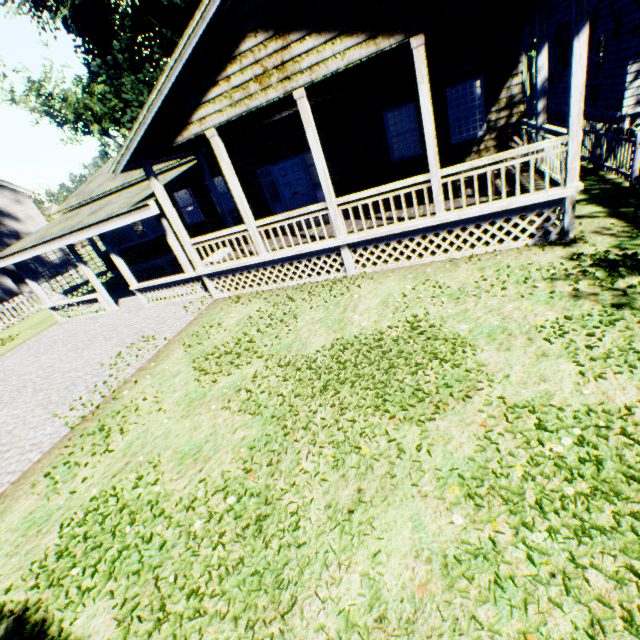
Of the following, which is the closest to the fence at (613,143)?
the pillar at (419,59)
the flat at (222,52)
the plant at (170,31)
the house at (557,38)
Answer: the plant at (170,31)

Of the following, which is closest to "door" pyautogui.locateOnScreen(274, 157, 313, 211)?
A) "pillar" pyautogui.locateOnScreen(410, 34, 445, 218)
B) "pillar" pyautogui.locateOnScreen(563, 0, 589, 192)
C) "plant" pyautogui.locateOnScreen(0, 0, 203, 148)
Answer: "pillar" pyautogui.locateOnScreen(410, 34, 445, 218)

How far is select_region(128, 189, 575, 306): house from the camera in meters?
6.9 m

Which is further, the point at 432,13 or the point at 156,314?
the point at 156,314

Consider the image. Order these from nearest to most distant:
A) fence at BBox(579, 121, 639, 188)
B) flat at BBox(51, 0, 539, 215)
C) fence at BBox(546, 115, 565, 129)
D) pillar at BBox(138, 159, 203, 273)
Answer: flat at BBox(51, 0, 539, 215) < fence at BBox(579, 121, 639, 188) < pillar at BBox(138, 159, 203, 273) < fence at BBox(546, 115, 565, 129)

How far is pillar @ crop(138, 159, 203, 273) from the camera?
9.1 meters

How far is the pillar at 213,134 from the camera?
8.1m

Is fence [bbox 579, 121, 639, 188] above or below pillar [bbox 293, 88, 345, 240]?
below
